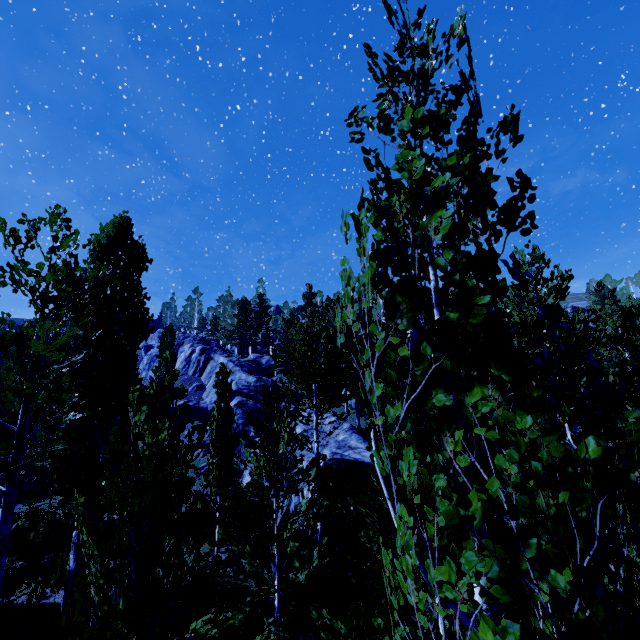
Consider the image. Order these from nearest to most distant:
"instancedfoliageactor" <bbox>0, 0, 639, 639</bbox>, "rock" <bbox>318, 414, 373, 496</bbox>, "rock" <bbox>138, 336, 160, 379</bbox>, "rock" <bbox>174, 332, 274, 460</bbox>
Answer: "instancedfoliageactor" <bbox>0, 0, 639, 639</bbox>
"rock" <bbox>318, 414, 373, 496</bbox>
"rock" <bbox>174, 332, 274, 460</bbox>
"rock" <bbox>138, 336, 160, 379</bbox>

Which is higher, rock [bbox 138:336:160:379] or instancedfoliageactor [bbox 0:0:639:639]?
rock [bbox 138:336:160:379]

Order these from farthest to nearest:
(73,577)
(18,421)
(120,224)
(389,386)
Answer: (120,224)
(73,577)
(18,421)
(389,386)

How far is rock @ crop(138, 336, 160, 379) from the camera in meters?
52.9

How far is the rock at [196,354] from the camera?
24.2m

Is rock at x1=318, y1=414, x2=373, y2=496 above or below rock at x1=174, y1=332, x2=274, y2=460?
below

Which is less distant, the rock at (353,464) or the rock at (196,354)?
the rock at (353,464)
